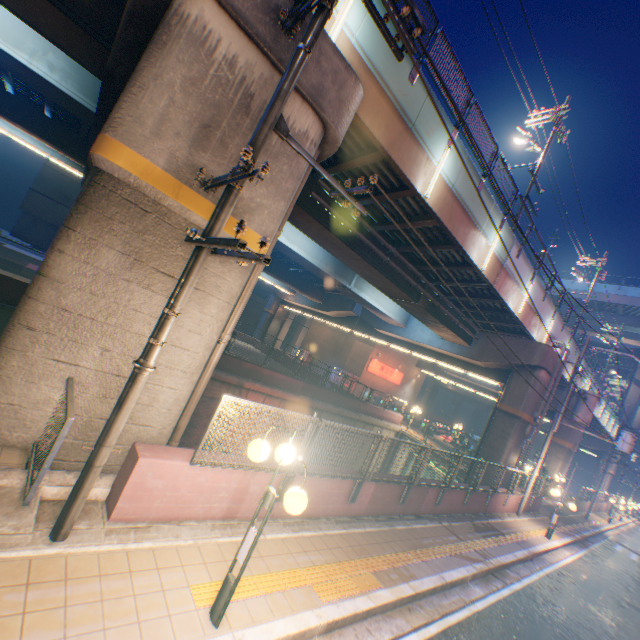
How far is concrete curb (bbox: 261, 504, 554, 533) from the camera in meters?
6.4

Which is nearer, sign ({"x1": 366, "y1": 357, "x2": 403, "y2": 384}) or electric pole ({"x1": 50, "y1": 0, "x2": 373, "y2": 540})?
electric pole ({"x1": 50, "y1": 0, "x2": 373, "y2": 540})

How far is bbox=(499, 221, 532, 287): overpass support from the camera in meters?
14.1

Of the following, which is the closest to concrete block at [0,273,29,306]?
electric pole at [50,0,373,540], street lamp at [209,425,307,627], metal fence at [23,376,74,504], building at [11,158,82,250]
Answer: metal fence at [23,376,74,504]

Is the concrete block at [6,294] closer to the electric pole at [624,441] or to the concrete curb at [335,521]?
the concrete curb at [335,521]

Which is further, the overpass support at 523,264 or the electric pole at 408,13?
the overpass support at 523,264

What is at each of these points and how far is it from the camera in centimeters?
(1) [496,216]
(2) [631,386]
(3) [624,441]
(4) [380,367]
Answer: (1) overpass support, 1334cm
(2) overpass support, 4944cm
(3) electric pole, 2516cm
(4) sign, 3697cm

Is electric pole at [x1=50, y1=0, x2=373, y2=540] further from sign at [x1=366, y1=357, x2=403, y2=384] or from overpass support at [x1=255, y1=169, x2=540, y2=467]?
sign at [x1=366, y1=357, x2=403, y2=384]
